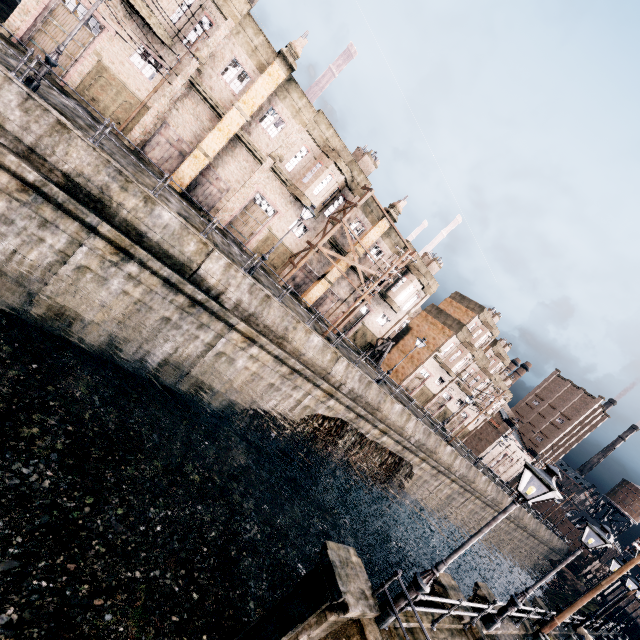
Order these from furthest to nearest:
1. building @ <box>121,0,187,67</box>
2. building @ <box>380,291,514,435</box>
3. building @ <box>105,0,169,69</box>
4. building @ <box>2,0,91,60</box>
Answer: building @ <box>380,291,514,435</box> → building @ <box>105,0,169,69</box> → building @ <box>121,0,187,67</box> → building @ <box>2,0,91,60</box>

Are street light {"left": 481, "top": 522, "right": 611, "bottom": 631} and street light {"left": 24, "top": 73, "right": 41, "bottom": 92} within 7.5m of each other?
no

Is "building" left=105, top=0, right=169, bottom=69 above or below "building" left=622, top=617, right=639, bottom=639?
above

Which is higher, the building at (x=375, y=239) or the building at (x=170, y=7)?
the building at (x=375, y=239)

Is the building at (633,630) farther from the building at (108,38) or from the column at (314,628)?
the column at (314,628)

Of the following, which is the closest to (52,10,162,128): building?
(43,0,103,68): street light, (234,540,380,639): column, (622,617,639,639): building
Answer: (43,0,103,68): street light

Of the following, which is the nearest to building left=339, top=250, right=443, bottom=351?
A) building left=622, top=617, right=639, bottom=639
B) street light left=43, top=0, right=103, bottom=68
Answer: street light left=43, top=0, right=103, bottom=68

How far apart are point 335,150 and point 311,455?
25.5 meters
